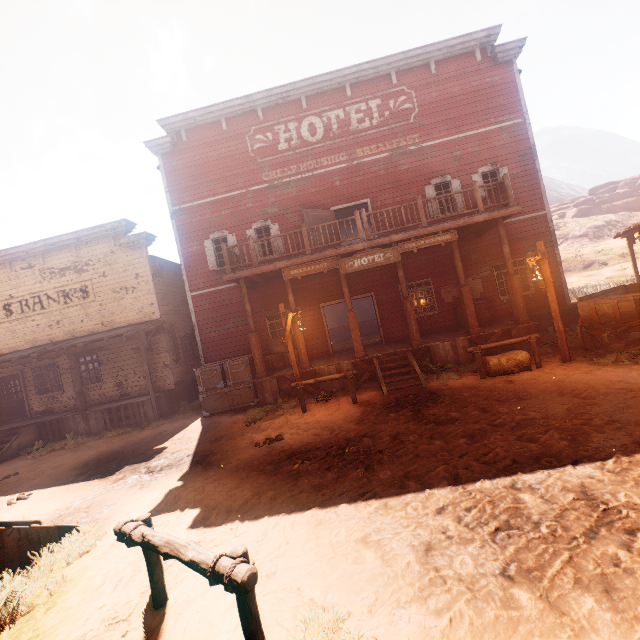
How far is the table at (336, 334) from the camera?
23.09m

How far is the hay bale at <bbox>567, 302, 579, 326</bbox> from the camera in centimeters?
1342cm

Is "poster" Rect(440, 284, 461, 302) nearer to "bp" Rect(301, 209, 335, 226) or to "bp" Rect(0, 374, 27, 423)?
"bp" Rect(301, 209, 335, 226)

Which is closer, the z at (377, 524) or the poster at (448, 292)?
the z at (377, 524)

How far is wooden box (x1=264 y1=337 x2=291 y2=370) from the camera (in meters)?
12.98

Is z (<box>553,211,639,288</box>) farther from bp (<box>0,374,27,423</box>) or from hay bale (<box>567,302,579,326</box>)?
bp (<box>0,374,27,423</box>)

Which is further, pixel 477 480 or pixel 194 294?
pixel 194 294

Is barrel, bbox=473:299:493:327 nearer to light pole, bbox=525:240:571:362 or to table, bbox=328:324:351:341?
light pole, bbox=525:240:571:362
